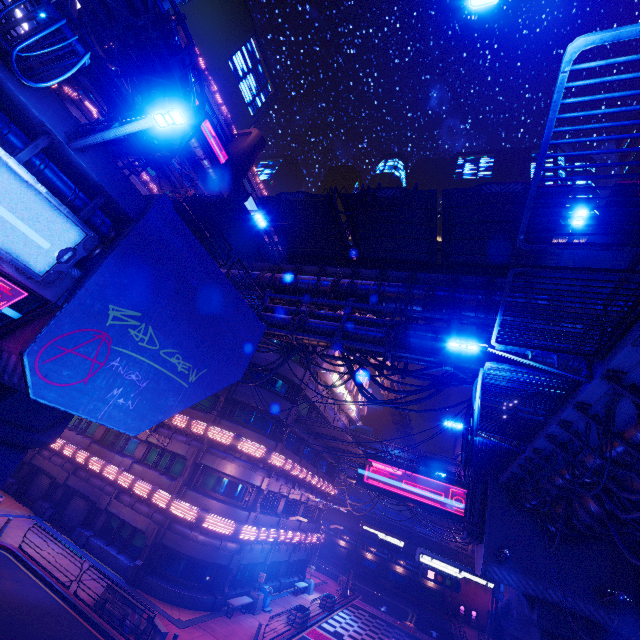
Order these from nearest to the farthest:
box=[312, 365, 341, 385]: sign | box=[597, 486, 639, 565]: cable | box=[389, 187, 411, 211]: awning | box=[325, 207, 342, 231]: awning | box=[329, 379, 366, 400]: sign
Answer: box=[597, 486, 639, 565]: cable, box=[389, 187, 411, 211]: awning, box=[325, 207, 342, 231]: awning, box=[312, 365, 341, 385]: sign, box=[329, 379, 366, 400]: sign

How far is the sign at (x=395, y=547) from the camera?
34.9m

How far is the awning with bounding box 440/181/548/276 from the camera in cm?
1173

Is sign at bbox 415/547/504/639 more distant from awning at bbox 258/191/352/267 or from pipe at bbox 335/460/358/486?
awning at bbox 258/191/352/267

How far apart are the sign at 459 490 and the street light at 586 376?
34.42m

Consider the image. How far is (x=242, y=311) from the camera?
13.38m

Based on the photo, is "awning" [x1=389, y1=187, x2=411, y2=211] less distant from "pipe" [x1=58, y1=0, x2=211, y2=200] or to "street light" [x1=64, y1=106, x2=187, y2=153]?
"pipe" [x1=58, y1=0, x2=211, y2=200]

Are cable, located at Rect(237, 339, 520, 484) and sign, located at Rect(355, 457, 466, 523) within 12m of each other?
no
